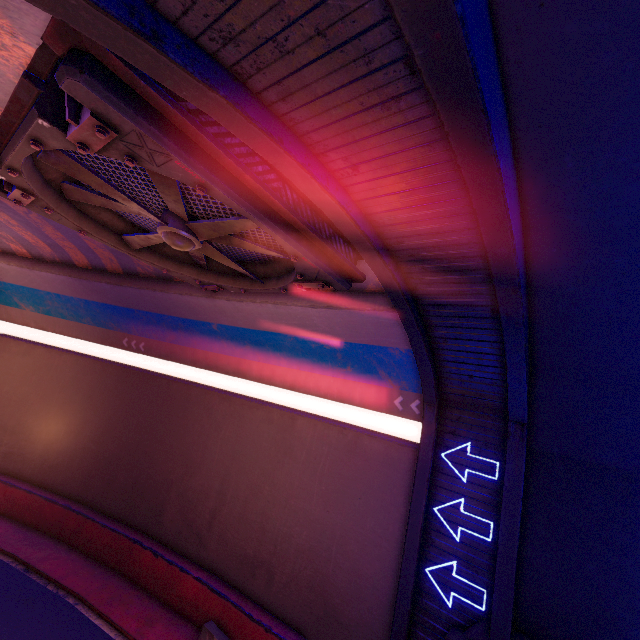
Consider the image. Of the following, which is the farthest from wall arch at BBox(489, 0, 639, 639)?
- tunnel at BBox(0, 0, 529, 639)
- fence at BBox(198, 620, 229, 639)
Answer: fence at BBox(198, 620, 229, 639)

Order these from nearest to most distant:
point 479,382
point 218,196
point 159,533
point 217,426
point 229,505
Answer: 1. point 218,196
2. point 479,382
3. point 229,505
4. point 159,533
5. point 217,426

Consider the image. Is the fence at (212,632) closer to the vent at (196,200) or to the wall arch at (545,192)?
the wall arch at (545,192)

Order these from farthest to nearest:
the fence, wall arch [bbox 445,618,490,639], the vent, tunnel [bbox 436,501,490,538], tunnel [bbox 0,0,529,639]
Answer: Answer:
the fence
tunnel [bbox 436,501,490,538]
wall arch [bbox 445,618,490,639]
the vent
tunnel [bbox 0,0,529,639]

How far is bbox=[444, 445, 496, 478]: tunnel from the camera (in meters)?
8.16

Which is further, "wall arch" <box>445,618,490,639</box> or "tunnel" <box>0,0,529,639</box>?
"wall arch" <box>445,618,490,639</box>

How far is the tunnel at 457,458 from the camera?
8.16m
